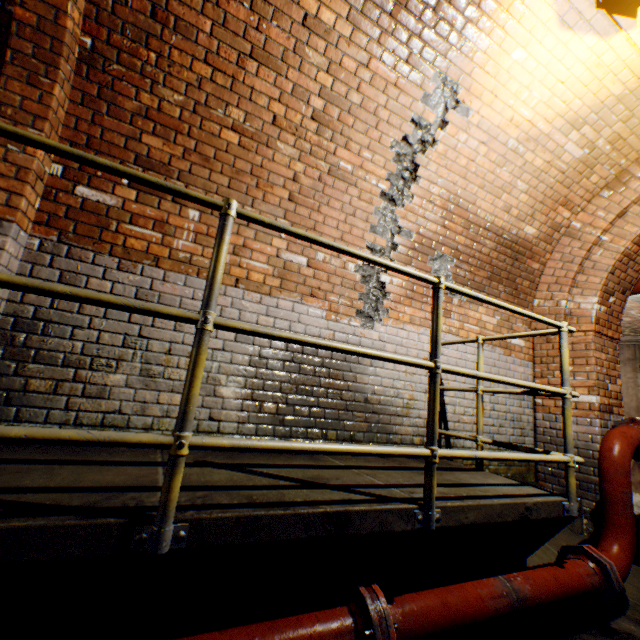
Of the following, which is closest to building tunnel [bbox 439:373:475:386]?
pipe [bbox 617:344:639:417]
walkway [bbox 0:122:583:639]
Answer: walkway [bbox 0:122:583:639]

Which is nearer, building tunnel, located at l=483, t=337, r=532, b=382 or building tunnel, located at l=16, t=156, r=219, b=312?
building tunnel, located at l=16, t=156, r=219, b=312

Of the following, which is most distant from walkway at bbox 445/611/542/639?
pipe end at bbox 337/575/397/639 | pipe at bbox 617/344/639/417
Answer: pipe at bbox 617/344/639/417

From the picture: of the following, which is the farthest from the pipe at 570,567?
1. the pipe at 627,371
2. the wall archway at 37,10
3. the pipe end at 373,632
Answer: the pipe at 627,371

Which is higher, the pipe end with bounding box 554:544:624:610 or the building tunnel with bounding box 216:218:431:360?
the building tunnel with bounding box 216:218:431:360

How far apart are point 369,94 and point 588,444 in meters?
4.6

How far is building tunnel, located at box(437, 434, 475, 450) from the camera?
3.58m

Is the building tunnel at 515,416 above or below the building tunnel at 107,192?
below
